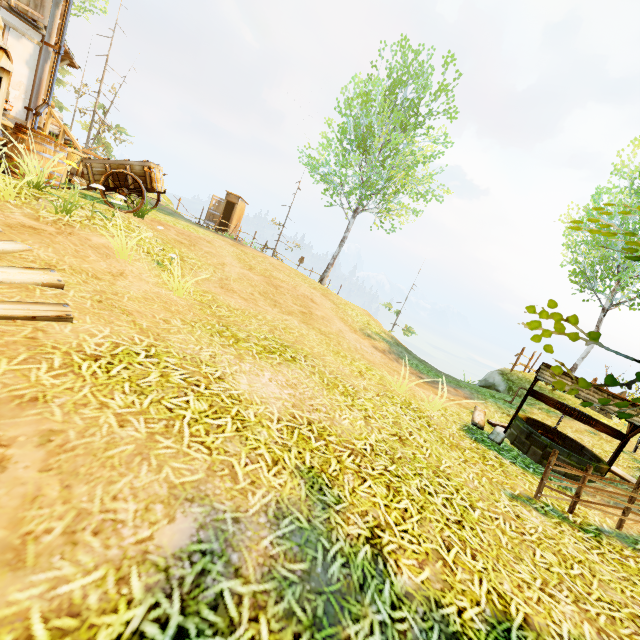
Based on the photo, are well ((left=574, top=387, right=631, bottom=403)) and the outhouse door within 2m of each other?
no

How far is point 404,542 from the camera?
2.6m

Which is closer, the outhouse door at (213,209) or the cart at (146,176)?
the cart at (146,176)

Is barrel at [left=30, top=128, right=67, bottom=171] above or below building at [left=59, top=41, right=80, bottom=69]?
below

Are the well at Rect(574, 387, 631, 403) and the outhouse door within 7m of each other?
no

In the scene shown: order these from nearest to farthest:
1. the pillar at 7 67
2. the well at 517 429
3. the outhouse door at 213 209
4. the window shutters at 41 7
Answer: the pillar at 7 67 < the well at 517 429 < the window shutters at 41 7 < the outhouse door at 213 209

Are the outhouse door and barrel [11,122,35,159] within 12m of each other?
no

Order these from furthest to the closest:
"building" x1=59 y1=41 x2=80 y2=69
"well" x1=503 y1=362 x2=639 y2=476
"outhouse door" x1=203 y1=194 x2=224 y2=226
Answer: "outhouse door" x1=203 y1=194 x2=224 y2=226 → "building" x1=59 y1=41 x2=80 y2=69 → "well" x1=503 y1=362 x2=639 y2=476
